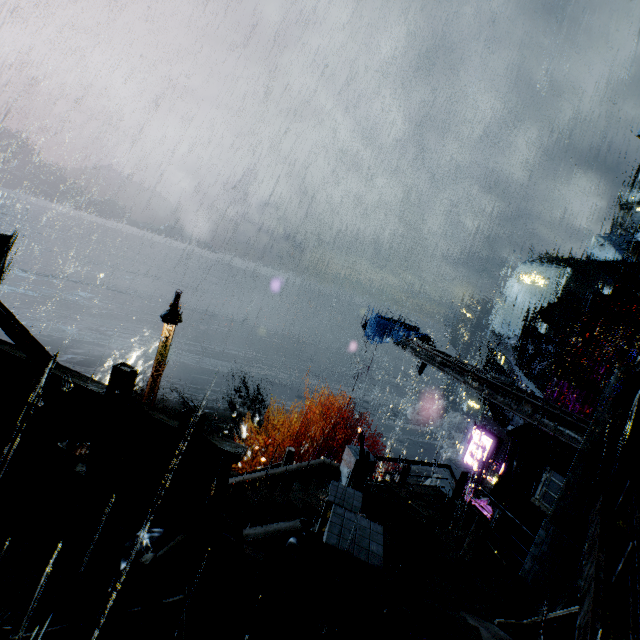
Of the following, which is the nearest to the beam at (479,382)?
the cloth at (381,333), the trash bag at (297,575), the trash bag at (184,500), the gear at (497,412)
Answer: the cloth at (381,333)

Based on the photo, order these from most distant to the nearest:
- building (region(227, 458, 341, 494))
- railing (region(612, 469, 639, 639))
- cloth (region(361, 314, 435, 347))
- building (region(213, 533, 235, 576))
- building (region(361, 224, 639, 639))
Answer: cloth (region(361, 314, 435, 347)) < building (region(227, 458, 341, 494)) < building (region(361, 224, 639, 639)) < railing (region(612, 469, 639, 639)) < building (region(213, 533, 235, 576))

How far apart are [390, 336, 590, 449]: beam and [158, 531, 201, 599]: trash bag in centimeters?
1004cm

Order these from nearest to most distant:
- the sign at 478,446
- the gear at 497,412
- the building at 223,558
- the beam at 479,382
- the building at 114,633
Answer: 1. the building at 114,633
2. the building at 223,558
3. the beam at 479,382
4. the sign at 478,446
5. the gear at 497,412

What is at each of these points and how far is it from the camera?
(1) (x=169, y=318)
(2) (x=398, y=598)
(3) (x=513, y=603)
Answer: (1) street light, 12.2m
(2) stairs, 7.0m
(3) sm, 8.5m

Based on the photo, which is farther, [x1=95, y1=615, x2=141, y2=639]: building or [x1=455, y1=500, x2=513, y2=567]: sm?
[x1=455, y1=500, x2=513, y2=567]: sm

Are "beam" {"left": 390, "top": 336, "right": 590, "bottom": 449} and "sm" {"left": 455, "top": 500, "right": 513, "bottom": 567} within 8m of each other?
yes
